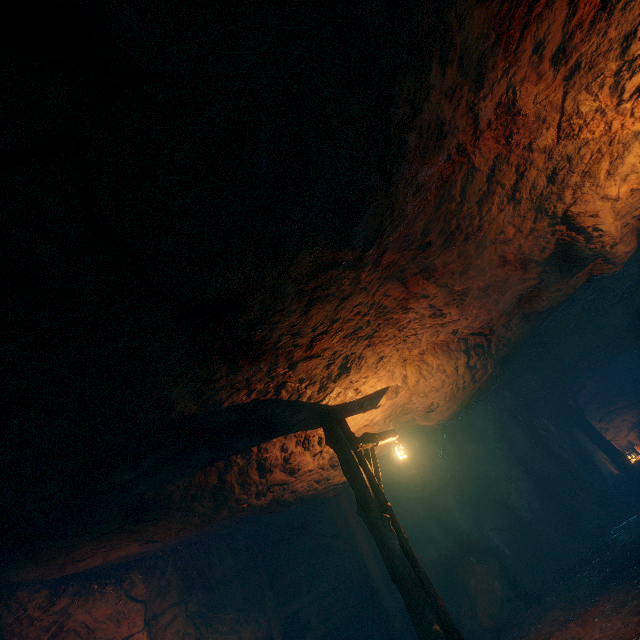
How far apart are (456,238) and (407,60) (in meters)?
2.94

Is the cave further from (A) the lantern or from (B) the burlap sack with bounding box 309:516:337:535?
(A) the lantern

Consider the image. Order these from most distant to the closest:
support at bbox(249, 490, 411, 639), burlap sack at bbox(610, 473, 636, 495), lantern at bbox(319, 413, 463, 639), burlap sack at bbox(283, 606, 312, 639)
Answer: burlap sack at bbox(610, 473, 636, 495)
burlap sack at bbox(283, 606, 312, 639)
support at bbox(249, 490, 411, 639)
lantern at bbox(319, 413, 463, 639)

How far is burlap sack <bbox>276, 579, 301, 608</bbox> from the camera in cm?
1067

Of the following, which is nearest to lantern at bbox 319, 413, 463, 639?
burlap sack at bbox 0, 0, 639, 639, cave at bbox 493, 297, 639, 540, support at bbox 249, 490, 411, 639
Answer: burlap sack at bbox 0, 0, 639, 639

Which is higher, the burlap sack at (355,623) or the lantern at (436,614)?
the lantern at (436,614)

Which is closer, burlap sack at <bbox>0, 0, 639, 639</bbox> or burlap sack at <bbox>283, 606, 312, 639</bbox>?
burlap sack at <bbox>0, 0, 639, 639</bbox>

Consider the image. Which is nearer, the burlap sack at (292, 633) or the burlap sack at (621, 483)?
the burlap sack at (292, 633)
